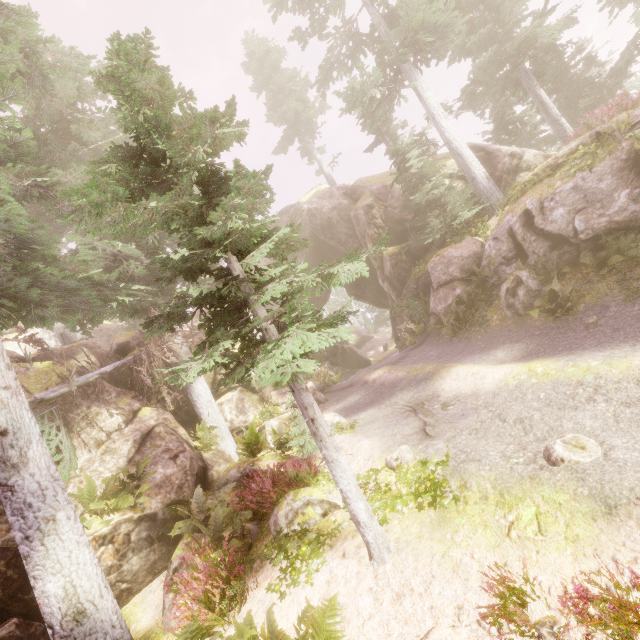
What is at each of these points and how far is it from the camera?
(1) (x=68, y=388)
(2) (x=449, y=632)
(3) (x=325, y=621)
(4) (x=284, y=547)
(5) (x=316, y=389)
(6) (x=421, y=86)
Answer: (1) tree, 10.4 meters
(2) rock, 3.5 meters
(3) instancedfoliageactor, 3.8 meters
(4) instancedfoliageactor, 6.2 meters
(5) rock, 17.0 meters
(6) instancedfoliageactor, 18.1 meters

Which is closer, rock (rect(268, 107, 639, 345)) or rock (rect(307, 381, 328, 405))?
rock (rect(268, 107, 639, 345))

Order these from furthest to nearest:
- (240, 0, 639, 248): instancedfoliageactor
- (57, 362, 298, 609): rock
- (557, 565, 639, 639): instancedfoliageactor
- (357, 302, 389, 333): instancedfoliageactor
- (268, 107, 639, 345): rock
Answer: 1. (357, 302, 389, 333): instancedfoliageactor
2. (240, 0, 639, 248): instancedfoliageactor
3. (268, 107, 639, 345): rock
4. (57, 362, 298, 609): rock
5. (557, 565, 639, 639): instancedfoliageactor

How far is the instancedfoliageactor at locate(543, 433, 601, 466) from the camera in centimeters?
445cm

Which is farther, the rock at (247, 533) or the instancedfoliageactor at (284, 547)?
the rock at (247, 533)

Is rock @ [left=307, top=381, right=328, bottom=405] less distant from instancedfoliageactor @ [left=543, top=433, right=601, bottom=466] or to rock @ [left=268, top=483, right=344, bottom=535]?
instancedfoliageactor @ [left=543, top=433, right=601, bottom=466]

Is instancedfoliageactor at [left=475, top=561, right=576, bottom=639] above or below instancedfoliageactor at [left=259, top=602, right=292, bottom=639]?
below

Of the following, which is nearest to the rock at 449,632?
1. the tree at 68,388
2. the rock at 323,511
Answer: the tree at 68,388
